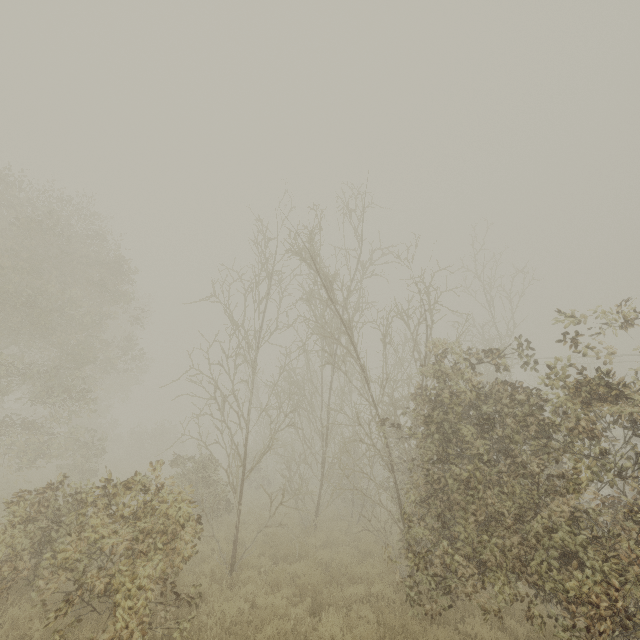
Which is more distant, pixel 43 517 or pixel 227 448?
pixel 227 448
